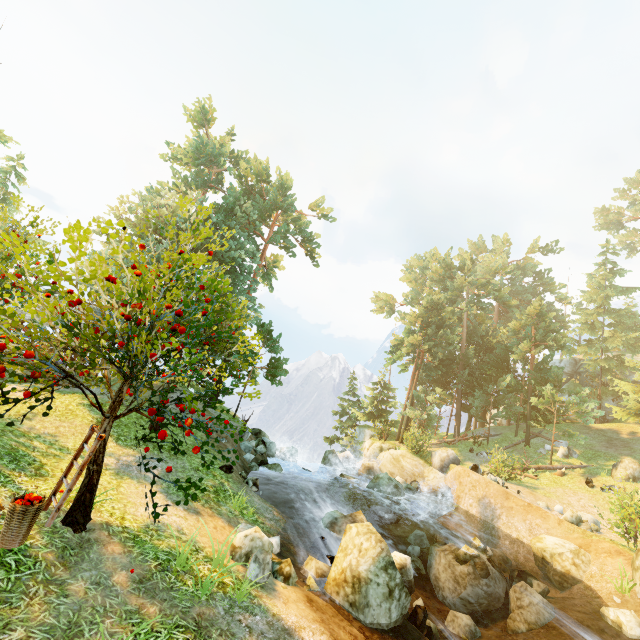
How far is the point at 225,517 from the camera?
9.7m

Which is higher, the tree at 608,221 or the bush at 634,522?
the tree at 608,221

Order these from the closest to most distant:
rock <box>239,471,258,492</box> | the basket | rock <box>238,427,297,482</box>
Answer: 1. the basket
2. rock <box>239,471,258,492</box>
3. rock <box>238,427,297,482</box>

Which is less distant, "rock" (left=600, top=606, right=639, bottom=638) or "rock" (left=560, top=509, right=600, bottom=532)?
"rock" (left=600, top=606, right=639, bottom=638)

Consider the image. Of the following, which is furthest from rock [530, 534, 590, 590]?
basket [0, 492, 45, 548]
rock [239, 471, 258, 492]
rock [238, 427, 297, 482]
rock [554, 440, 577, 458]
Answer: basket [0, 492, 45, 548]

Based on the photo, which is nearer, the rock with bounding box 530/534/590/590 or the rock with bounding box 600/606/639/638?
the rock with bounding box 600/606/639/638

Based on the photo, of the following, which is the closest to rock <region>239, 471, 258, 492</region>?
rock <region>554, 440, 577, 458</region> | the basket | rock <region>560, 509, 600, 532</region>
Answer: the basket

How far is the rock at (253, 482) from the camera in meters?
13.2 m
